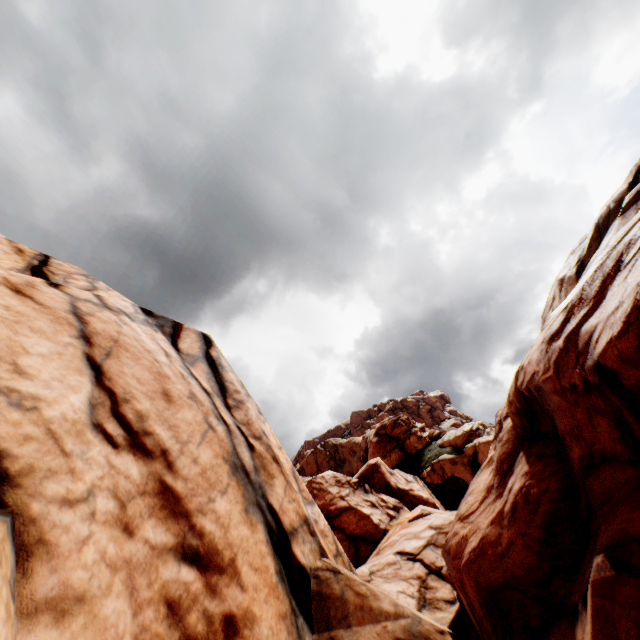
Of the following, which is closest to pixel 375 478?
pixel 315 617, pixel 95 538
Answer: pixel 315 617
